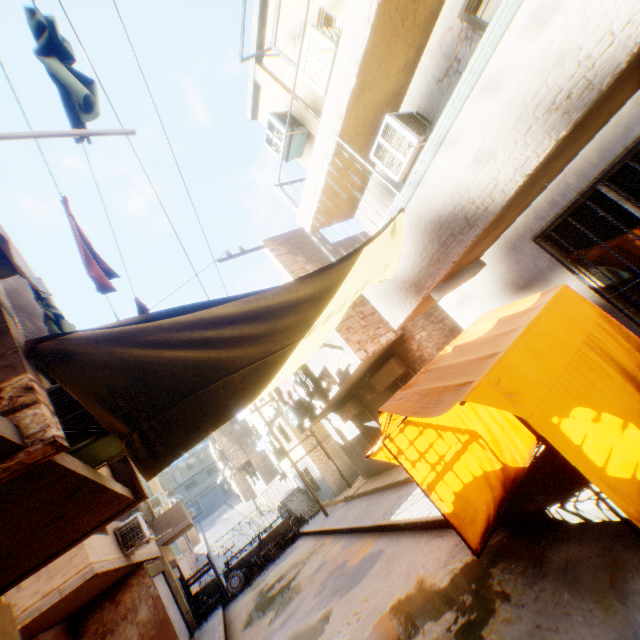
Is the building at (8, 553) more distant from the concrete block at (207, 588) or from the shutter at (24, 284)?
the concrete block at (207, 588)

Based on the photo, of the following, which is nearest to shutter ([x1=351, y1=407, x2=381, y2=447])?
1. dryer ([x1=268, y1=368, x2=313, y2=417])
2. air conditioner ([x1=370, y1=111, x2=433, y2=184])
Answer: dryer ([x1=268, y1=368, x2=313, y2=417])

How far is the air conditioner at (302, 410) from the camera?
13.1 meters

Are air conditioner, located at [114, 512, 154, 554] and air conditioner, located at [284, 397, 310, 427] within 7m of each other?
yes

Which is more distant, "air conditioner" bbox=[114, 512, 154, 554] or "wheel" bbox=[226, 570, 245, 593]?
"wheel" bbox=[226, 570, 245, 593]

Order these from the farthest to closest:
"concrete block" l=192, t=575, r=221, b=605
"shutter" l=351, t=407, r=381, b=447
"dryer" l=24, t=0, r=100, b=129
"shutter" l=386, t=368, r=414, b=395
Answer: "concrete block" l=192, t=575, r=221, b=605, "shutter" l=351, t=407, r=381, b=447, "shutter" l=386, t=368, r=414, b=395, "dryer" l=24, t=0, r=100, b=129

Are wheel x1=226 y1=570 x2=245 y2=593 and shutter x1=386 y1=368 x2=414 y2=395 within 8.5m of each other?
no

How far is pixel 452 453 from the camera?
5.63m
